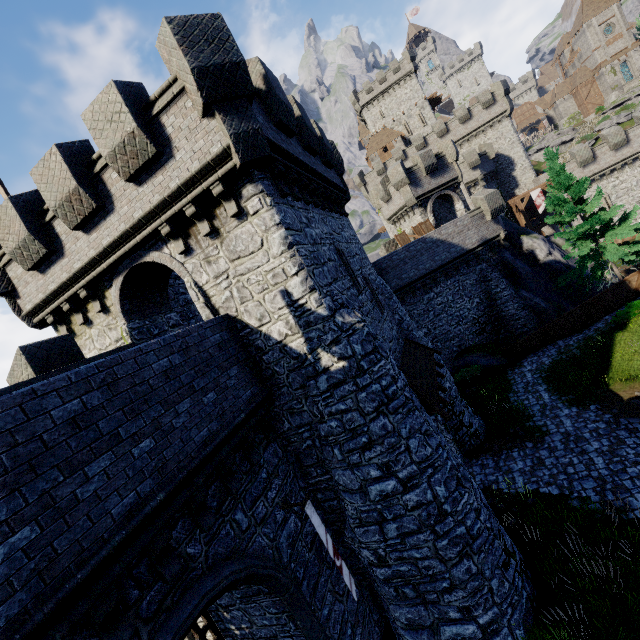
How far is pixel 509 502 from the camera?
12.0 meters

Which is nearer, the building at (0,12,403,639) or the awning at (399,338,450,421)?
the building at (0,12,403,639)

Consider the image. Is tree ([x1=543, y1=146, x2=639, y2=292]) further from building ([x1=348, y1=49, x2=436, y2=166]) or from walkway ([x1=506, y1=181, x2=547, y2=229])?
building ([x1=348, y1=49, x2=436, y2=166])

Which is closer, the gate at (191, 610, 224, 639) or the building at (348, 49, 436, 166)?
the gate at (191, 610, 224, 639)

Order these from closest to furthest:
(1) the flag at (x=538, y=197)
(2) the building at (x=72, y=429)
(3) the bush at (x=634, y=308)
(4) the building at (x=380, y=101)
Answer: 1. (2) the building at (x=72, y=429)
2. (3) the bush at (x=634, y=308)
3. (1) the flag at (x=538, y=197)
4. (4) the building at (x=380, y=101)

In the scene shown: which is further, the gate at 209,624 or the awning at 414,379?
the awning at 414,379

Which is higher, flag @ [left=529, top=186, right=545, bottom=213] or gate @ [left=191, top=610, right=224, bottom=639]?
Answer: flag @ [left=529, top=186, right=545, bottom=213]

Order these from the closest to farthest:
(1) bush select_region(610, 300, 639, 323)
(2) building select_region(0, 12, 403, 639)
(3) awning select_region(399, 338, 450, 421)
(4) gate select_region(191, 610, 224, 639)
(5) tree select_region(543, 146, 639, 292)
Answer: (2) building select_region(0, 12, 403, 639)
(4) gate select_region(191, 610, 224, 639)
(3) awning select_region(399, 338, 450, 421)
(1) bush select_region(610, 300, 639, 323)
(5) tree select_region(543, 146, 639, 292)
